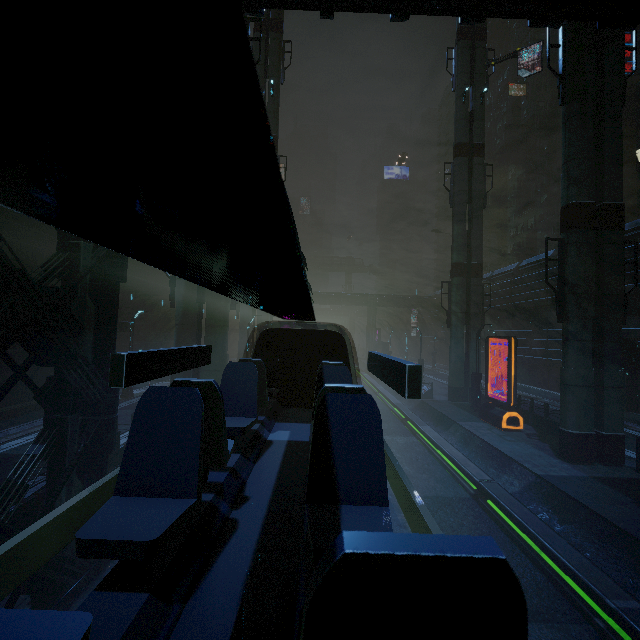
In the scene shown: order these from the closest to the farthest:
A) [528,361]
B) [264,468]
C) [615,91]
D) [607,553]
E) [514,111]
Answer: [264,468]
[607,553]
[615,91]
[528,361]
[514,111]

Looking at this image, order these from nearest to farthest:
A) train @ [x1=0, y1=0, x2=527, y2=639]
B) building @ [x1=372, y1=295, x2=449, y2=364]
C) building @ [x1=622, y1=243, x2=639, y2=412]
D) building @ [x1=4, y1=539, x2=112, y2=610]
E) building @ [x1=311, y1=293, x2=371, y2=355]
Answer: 1. train @ [x1=0, y1=0, x2=527, y2=639]
2. building @ [x1=4, y1=539, x2=112, y2=610]
3. building @ [x1=622, y1=243, x2=639, y2=412]
4. building @ [x1=372, y1=295, x2=449, y2=364]
5. building @ [x1=311, y1=293, x2=371, y2=355]

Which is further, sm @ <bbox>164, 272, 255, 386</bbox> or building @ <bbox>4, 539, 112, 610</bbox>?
sm @ <bbox>164, 272, 255, 386</bbox>

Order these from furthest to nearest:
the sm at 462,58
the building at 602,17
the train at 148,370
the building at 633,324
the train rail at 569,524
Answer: the sm at 462,58 < the building at 633,324 < the train rail at 569,524 < the building at 602,17 < the train at 148,370

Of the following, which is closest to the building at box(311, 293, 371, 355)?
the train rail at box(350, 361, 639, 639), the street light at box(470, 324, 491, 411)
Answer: the train rail at box(350, 361, 639, 639)

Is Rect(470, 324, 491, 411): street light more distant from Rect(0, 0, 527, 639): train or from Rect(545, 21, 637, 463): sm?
Rect(0, 0, 527, 639): train

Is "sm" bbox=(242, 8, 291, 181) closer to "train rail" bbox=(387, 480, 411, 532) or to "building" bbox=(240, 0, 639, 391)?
"building" bbox=(240, 0, 639, 391)

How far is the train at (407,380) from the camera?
2.38m
